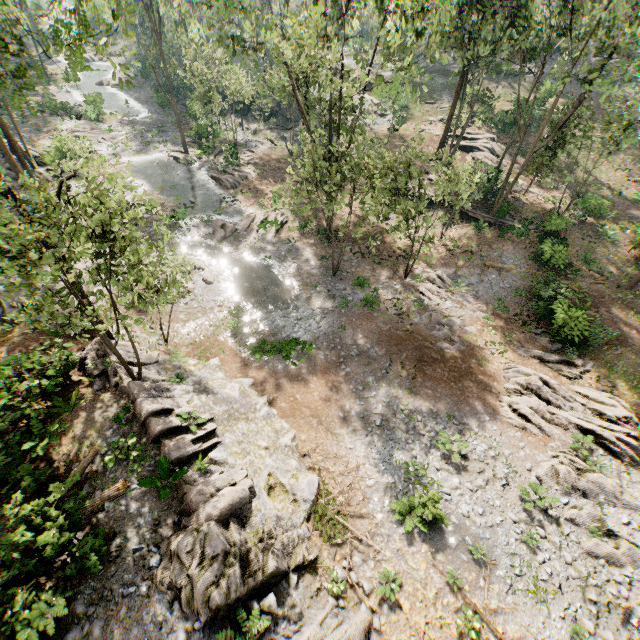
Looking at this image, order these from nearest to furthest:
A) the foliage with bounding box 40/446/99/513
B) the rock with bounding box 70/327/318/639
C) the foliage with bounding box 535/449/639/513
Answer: the foliage with bounding box 40/446/99/513
the rock with bounding box 70/327/318/639
the foliage with bounding box 535/449/639/513

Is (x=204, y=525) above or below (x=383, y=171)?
below

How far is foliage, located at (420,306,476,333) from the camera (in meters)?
21.67

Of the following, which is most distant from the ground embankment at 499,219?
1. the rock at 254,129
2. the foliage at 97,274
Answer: the rock at 254,129

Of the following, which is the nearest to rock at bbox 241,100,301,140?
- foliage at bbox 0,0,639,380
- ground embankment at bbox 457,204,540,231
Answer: foliage at bbox 0,0,639,380

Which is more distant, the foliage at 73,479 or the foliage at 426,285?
the foliage at 426,285

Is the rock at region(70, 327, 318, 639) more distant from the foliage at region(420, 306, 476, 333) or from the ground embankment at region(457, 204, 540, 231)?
the ground embankment at region(457, 204, 540, 231)
